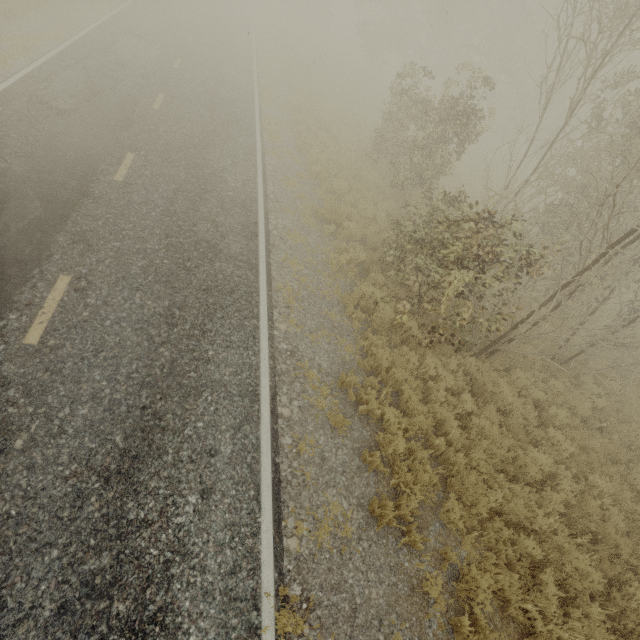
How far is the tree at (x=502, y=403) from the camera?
7.8 meters

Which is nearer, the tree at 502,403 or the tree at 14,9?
the tree at 502,403

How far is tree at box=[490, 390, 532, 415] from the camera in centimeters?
A: 781cm

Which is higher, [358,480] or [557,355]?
[557,355]

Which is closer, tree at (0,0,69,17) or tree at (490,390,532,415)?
tree at (490,390,532,415)
